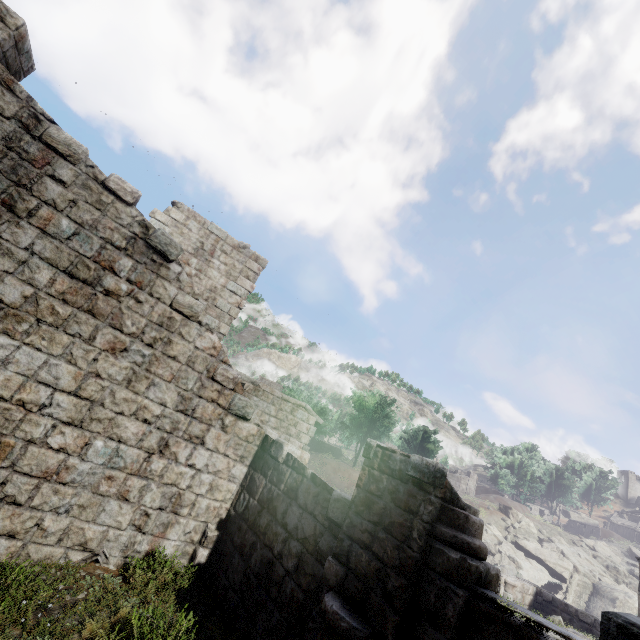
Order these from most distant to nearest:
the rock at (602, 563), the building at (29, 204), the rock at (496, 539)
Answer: the rock at (496, 539) → the rock at (602, 563) → the building at (29, 204)

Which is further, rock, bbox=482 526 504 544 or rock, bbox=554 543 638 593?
rock, bbox=482 526 504 544

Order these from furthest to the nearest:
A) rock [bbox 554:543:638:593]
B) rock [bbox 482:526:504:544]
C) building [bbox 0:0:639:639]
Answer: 1. rock [bbox 482:526:504:544]
2. rock [bbox 554:543:638:593]
3. building [bbox 0:0:639:639]

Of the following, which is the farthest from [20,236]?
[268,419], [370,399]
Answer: [370,399]

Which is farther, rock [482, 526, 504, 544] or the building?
rock [482, 526, 504, 544]

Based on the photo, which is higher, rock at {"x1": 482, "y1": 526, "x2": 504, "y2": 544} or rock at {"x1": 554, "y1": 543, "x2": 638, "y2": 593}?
rock at {"x1": 554, "y1": 543, "x2": 638, "y2": 593}

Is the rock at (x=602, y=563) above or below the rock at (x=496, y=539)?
above
